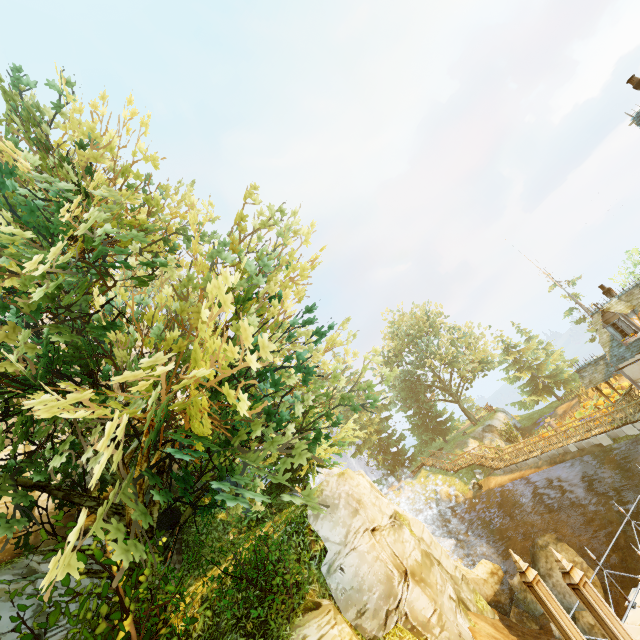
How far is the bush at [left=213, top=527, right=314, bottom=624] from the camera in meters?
8.0

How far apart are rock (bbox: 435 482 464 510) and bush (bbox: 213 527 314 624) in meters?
28.5 m

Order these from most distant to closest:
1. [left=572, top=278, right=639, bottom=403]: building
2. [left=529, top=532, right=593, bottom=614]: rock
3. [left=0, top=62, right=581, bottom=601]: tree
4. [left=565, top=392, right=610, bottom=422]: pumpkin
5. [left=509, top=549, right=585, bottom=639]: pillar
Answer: [left=565, top=392, right=610, bottom=422]: pumpkin, [left=572, top=278, right=639, bottom=403]: building, [left=529, top=532, right=593, bottom=614]: rock, [left=509, top=549, right=585, bottom=639]: pillar, [left=0, top=62, right=581, bottom=601]: tree

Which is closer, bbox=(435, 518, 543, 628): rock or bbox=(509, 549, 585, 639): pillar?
bbox=(509, 549, 585, 639): pillar

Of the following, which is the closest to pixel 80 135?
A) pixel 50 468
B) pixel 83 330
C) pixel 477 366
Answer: pixel 83 330

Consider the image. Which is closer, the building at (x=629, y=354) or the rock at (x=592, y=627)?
the rock at (x=592, y=627)

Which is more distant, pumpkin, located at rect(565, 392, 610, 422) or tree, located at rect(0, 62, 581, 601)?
pumpkin, located at rect(565, 392, 610, 422)

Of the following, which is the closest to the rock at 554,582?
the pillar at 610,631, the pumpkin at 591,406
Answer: the pumpkin at 591,406
